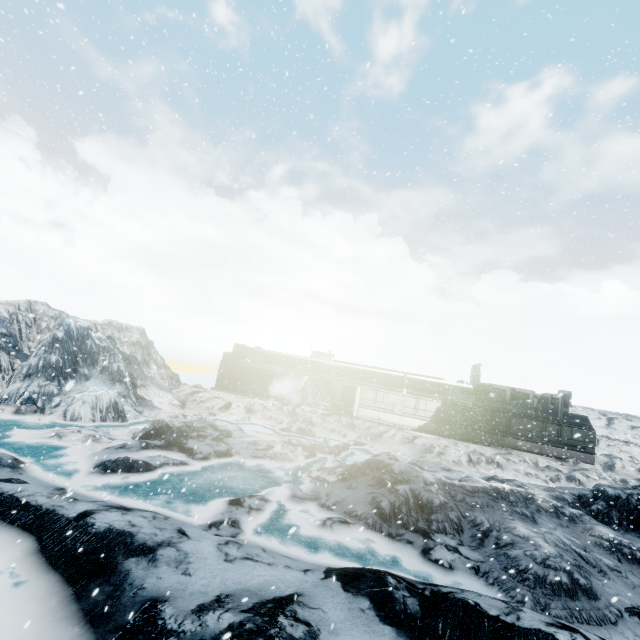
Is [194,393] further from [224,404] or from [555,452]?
[555,452]
